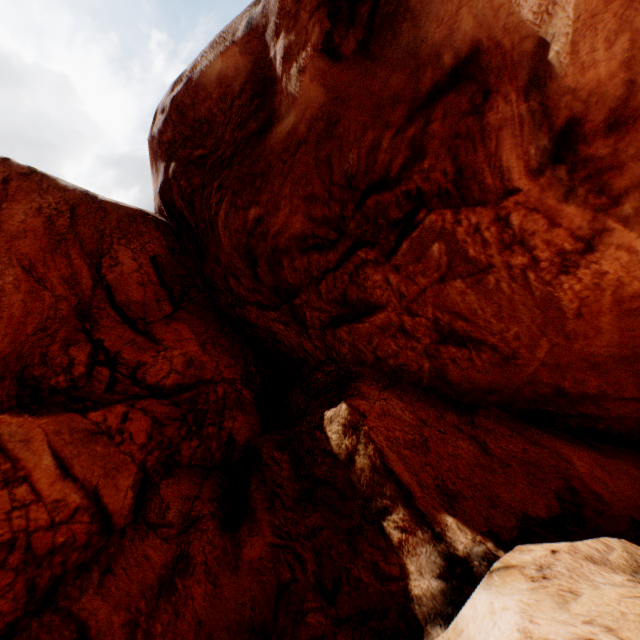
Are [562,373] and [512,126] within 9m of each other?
yes
